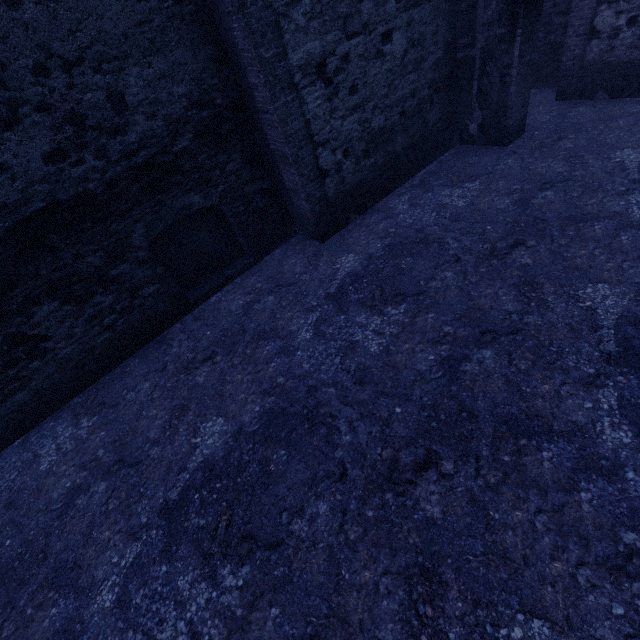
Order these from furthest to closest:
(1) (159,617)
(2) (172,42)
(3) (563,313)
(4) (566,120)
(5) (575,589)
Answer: (4) (566,120) → (2) (172,42) → (3) (563,313) → (1) (159,617) → (5) (575,589)
